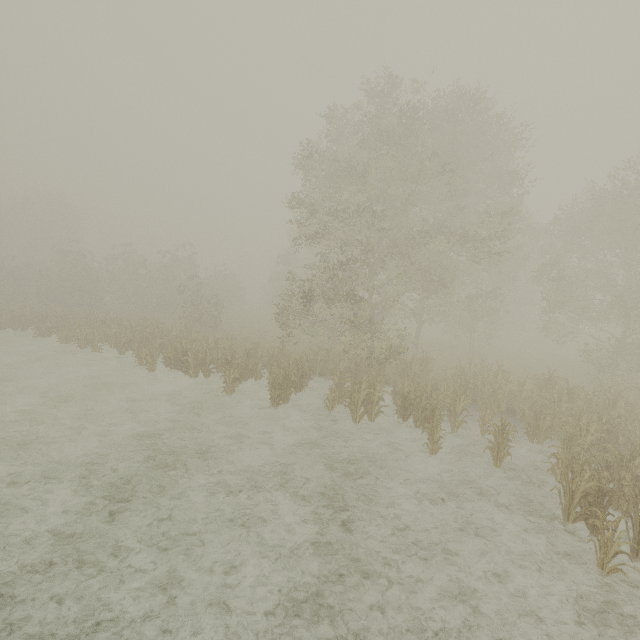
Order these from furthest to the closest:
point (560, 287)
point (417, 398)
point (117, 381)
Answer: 1. point (560, 287)
2. point (117, 381)
3. point (417, 398)
